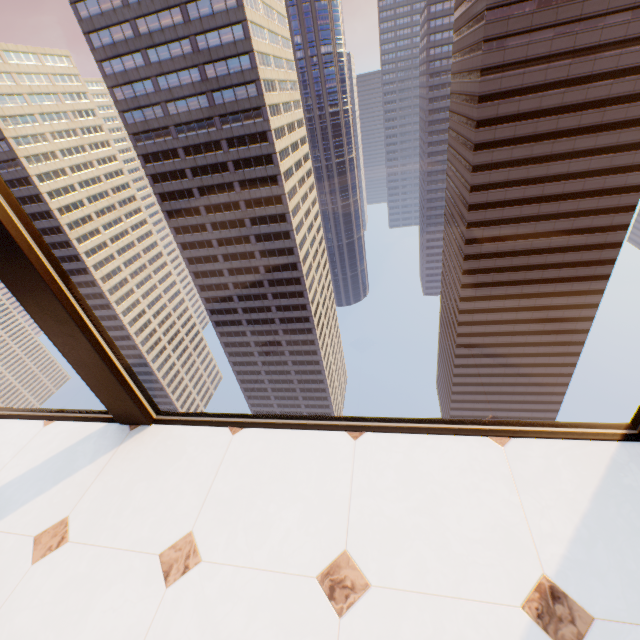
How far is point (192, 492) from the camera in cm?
171

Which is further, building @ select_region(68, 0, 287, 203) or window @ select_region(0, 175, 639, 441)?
building @ select_region(68, 0, 287, 203)

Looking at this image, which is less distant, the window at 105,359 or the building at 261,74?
the window at 105,359
